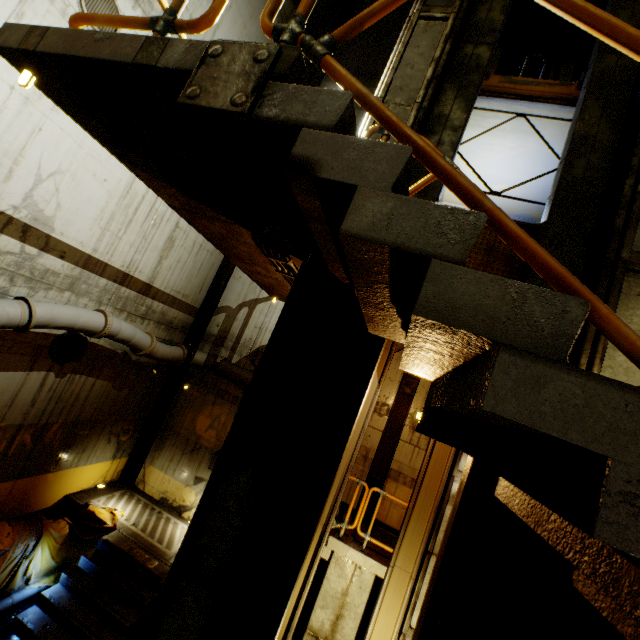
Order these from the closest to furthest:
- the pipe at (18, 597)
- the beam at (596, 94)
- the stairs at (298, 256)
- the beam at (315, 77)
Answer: the beam at (596, 94), the stairs at (298, 256), the pipe at (18, 597), the beam at (315, 77)

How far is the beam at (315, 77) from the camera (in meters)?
13.07

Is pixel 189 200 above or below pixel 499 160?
below

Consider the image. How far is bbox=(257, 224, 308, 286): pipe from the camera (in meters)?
3.40

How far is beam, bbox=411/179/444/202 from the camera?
4.1 meters

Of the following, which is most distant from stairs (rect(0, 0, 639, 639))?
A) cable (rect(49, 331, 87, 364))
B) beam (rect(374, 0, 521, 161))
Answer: cable (rect(49, 331, 87, 364))

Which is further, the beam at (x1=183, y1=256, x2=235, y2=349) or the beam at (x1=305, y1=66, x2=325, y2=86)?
the beam at (x1=305, y1=66, x2=325, y2=86)
